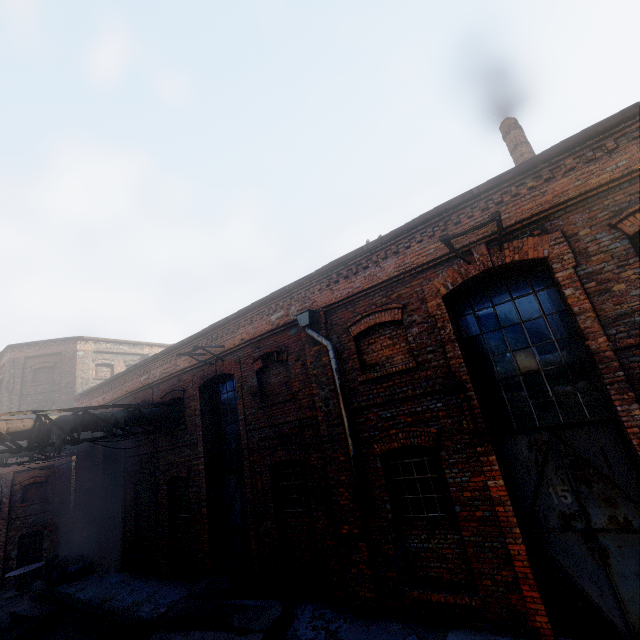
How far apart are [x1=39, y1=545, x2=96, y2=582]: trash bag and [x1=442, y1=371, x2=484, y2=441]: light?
16.30m

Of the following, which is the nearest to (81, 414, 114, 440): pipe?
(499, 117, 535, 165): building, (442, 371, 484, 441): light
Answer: (442, 371, 484, 441): light

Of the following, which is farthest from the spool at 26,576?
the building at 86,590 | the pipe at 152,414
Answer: the pipe at 152,414

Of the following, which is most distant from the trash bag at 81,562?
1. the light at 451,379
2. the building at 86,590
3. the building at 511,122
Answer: the building at 511,122

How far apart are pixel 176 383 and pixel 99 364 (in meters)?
15.96

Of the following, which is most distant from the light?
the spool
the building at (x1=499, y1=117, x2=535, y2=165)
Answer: the spool

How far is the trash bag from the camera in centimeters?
1248cm

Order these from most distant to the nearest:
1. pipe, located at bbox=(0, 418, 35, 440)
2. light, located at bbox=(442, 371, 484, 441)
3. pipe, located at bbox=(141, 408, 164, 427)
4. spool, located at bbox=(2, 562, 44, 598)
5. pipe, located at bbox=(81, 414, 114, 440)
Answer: spool, located at bbox=(2, 562, 44, 598)
pipe, located at bbox=(141, 408, 164, 427)
pipe, located at bbox=(81, 414, 114, 440)
pipe, located at bbox=(0, 418, 35, 440)
light, located at bbox=(442, 371, 484, 441)
